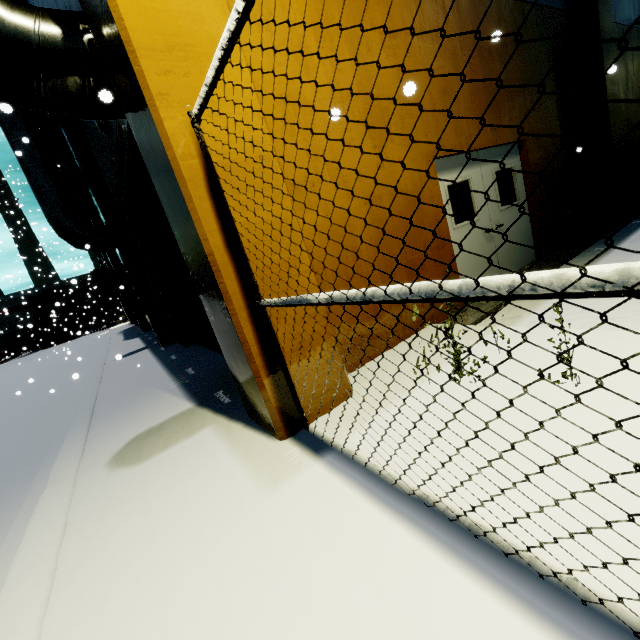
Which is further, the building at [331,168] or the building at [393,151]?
the building at [393,151]

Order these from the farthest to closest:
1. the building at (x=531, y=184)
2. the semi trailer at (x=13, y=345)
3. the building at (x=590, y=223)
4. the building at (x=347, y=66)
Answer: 1. the semi trailer at (x=13, y=345)
2. the building at (x=590, y=223)
3. the building at (x=531, y=184)
4. the building at (x=347, y=66)

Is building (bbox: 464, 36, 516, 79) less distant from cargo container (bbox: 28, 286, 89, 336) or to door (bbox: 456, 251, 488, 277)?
door (bbox: 456, 251, 488, 277)

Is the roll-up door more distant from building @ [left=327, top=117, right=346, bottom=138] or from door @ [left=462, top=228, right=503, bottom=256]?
door @ [left=462, top=228, right=503, bottom=256]

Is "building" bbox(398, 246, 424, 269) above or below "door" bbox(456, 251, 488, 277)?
above

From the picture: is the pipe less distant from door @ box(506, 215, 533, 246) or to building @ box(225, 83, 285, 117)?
building @ box(225, 83, 285, 117)

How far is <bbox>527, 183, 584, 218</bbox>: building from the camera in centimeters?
683cm

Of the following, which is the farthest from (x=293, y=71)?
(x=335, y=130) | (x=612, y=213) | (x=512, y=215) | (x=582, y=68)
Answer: (x=612, y=213)
